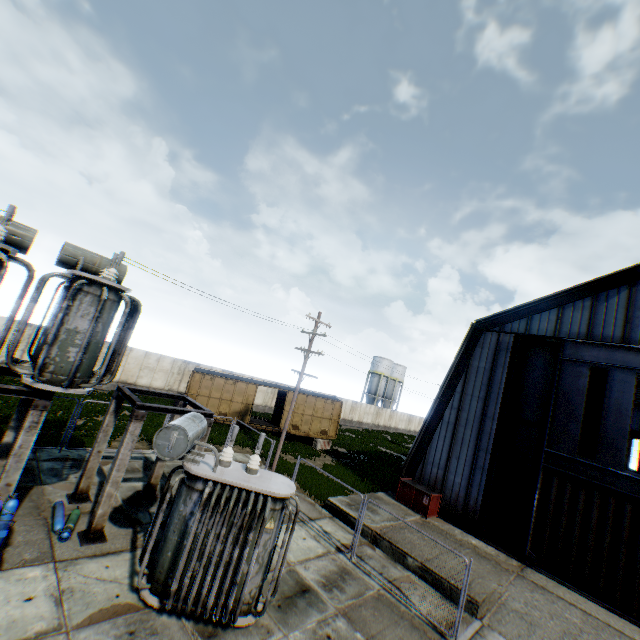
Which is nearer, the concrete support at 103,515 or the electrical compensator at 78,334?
the electrical compensator at 78,334

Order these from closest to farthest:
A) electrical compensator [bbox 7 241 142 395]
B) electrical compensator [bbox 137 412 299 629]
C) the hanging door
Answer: electrical compensator [bbox 137 412 299 629] → electrical compensator [bbox 7 241 142 395] → the hanging door

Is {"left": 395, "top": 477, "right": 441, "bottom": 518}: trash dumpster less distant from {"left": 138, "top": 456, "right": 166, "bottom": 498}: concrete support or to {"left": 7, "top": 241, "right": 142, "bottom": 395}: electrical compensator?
{"left": 138, "top": 456, "right": 166, "bottom": 498}: concrete support

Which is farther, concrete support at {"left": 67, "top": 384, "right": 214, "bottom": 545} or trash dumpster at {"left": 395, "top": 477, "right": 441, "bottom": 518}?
trash dumpster at {"left": 395, "top": 477, "right": 441, "bottom": 518}

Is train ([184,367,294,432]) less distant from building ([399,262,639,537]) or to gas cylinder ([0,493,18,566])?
building ([399,262,639,537])

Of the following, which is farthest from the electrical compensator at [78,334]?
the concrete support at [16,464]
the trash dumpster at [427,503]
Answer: the trash dumpster at [427,503]

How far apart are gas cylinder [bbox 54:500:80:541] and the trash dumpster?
14.4 meters

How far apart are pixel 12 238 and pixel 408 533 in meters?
17.4
